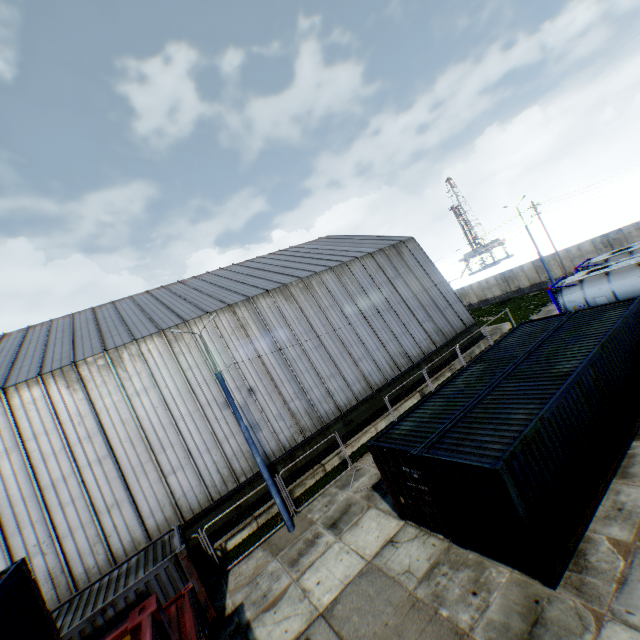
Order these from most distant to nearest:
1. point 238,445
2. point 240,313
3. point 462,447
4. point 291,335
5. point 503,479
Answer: point 291,335, point 240,313, point 238,445, point 462,447, point 503,479

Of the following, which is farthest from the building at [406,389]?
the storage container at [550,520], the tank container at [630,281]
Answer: the storage container at [550,520]

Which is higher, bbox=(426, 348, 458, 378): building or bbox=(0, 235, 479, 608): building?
bbox=(0, 235, 479, 608): building

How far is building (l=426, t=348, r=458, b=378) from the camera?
24.4 meters

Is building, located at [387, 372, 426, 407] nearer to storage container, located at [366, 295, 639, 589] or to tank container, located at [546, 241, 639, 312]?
tank container, located at [546, 241, 639, 312]

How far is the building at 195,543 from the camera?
15.0 meters

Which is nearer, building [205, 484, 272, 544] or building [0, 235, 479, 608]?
building [0, 235, 479, 608]
